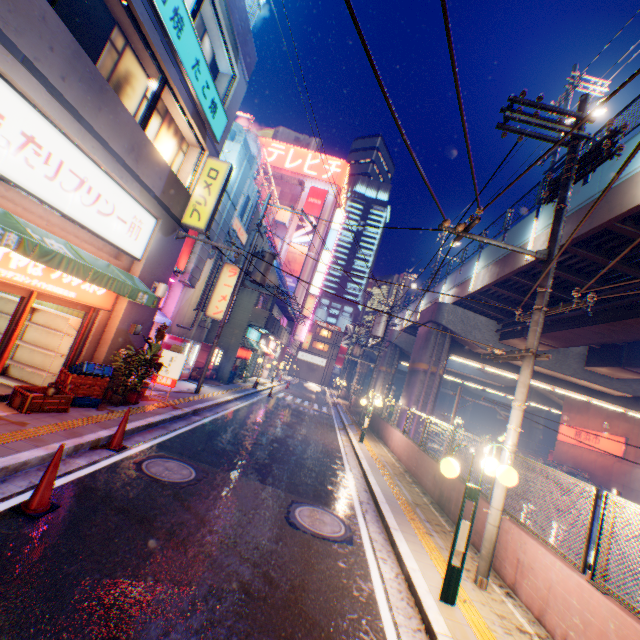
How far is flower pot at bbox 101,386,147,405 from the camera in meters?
8.9

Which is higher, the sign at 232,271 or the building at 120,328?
the sign at 232,271

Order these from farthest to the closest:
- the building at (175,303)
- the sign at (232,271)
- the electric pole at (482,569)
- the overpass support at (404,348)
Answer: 1. the overpass support at (404,348)
2. the sign at (232,271)
3. the building at (175,303)
4. the electric pole at (482,569)

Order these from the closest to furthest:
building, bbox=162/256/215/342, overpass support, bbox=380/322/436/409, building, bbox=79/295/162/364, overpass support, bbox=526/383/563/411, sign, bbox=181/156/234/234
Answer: building, bbox=79/295/162/364, sign, bbox=181/156/234/234, building, bbox=162/256/215/342, overpass support, bbox=380/322/436/409, overpass support, bbox=526/383/563/411

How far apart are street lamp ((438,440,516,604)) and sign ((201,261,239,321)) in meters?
15.0

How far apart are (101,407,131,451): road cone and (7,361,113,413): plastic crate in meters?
1.3 m

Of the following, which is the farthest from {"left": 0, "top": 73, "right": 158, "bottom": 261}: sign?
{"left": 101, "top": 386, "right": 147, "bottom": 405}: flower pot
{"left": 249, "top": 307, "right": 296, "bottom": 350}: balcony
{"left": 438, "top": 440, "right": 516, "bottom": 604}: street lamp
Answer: {"left": 249, "top": 307, "right": 296, "bottom": 350}: balcony

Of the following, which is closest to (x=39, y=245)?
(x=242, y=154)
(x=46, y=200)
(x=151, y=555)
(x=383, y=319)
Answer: (x=46, y=200)
